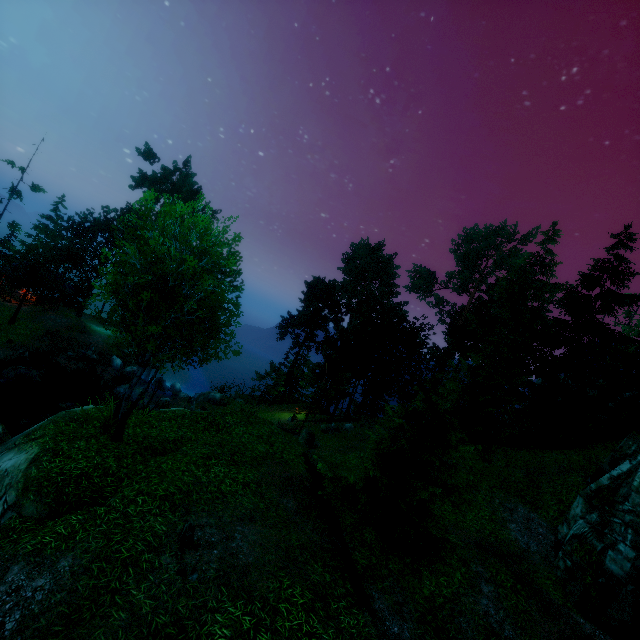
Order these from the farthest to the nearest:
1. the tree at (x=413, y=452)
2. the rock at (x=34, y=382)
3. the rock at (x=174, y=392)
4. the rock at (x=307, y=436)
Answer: the rock at (x=174, y=392) → the rock at (x=34, y=382) → the rock at (x=307, y=436) → the tree at (x=413, y=452)

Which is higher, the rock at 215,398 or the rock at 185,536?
the rock at 185,536

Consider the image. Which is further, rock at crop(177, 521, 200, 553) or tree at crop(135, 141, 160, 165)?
tree at crop(135, 141, 160, 165)

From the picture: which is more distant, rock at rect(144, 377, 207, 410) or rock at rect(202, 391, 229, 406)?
rock at rect(202, 391, 229, 406)

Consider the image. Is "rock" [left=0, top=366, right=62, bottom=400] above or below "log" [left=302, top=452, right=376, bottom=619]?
below

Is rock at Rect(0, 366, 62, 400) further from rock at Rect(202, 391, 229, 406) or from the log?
the log

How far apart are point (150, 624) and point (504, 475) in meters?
19.1 m

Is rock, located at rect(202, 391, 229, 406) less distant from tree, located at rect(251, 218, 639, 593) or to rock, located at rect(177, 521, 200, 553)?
tree, located at rect(251, 218, 639, 593)
